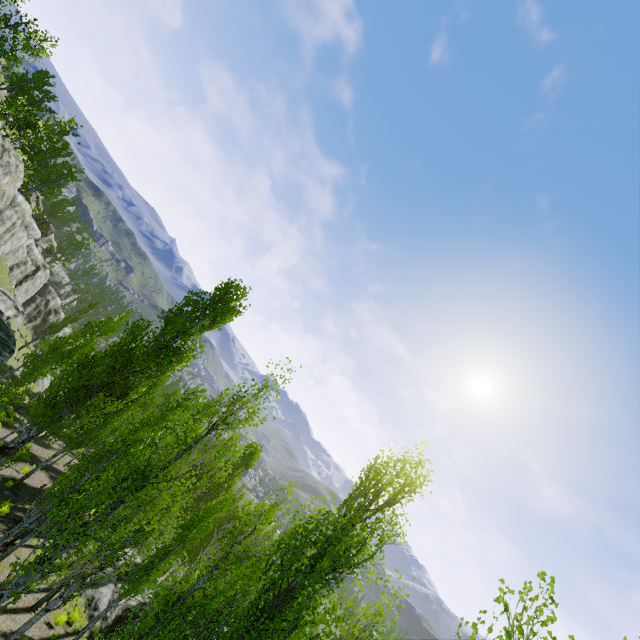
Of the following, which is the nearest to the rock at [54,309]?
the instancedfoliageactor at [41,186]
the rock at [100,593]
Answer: the instancedfoliageactor at [41,186]

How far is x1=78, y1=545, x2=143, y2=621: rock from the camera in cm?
1716

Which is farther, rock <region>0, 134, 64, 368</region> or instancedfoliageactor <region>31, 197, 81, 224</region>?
instancedfoliageactor <region>31, 197, 81, 224</region>

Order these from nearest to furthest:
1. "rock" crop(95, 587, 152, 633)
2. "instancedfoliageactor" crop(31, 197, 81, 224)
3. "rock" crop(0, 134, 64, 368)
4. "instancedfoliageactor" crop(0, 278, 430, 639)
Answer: "instancedfoliageactor" crop(0, 278, 430, 639), "rock" crop(95, 587, 152, 633), "rock" crop(0, 134, 64, 368), "instancedfoliageactor" crop(31, 197, 81, 224)

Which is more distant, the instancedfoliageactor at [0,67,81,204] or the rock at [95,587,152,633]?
the instancedfoliageactor at [0,67,81,204]

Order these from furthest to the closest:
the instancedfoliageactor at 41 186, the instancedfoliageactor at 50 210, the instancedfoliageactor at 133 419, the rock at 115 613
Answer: the instancedfoliageactor at 50 210, the instancedfoliageactor at 41 186, the rock at 115 613, the instancedfoliageactor at 133 419

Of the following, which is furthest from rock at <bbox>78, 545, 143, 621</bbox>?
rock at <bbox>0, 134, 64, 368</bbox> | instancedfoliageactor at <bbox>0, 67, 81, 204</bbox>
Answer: rock at <bbox>0, 134, 64, 368</bbox>

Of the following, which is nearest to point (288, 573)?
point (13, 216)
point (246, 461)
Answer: point (246, 461)
